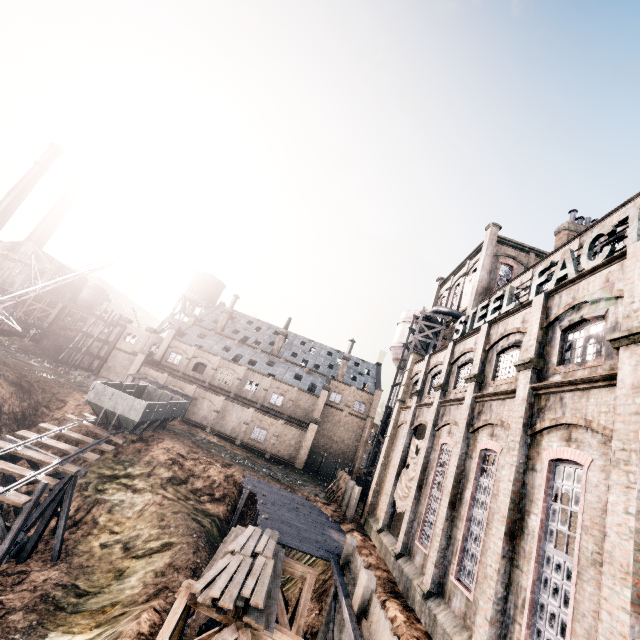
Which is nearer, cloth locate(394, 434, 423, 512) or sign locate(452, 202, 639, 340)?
sign locate(452, 202, 639, 340)

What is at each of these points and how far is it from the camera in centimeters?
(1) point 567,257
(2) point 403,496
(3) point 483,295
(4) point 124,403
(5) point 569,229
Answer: (1) sign, 1397cm
(2) cloth, 2212cm
(3) building, 3359cm
(4) rail car container, 2622cm
(5) chimney, 2825cm

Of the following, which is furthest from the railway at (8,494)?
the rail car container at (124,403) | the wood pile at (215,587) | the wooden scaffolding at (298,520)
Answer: the wood pile at (215,587)

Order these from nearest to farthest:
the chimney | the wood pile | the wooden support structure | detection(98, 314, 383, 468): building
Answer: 1. the wood pile
2. the wooden support structure
3. the chimney
4. detection(98, 314, 383, 468): building

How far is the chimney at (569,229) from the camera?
28.2 meters

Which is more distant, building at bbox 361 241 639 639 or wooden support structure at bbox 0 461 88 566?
wooden support structure at bbox 0 461 88 566

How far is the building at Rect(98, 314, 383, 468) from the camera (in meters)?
45.06

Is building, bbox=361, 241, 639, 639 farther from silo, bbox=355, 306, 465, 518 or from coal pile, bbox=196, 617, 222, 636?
coal pile, bbox=196, 617, 222, 636
